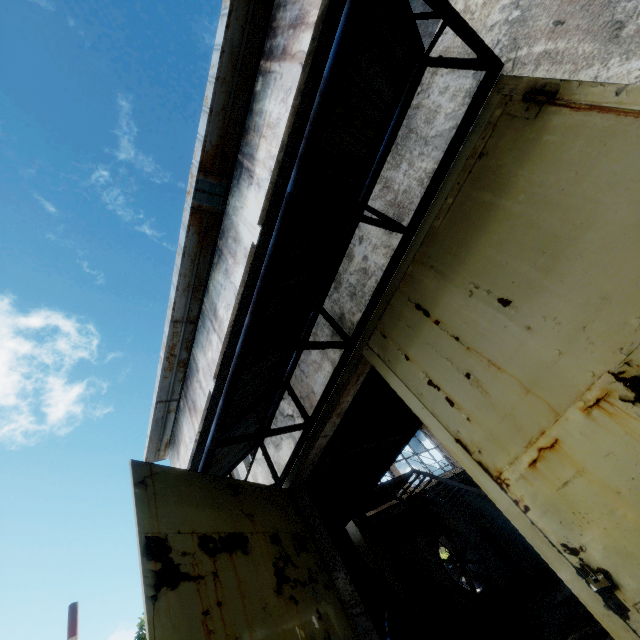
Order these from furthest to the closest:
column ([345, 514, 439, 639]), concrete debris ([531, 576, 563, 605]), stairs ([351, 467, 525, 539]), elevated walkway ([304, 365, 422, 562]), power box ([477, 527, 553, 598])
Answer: power box ([477, 527, 553, 598])
concrete debris ([531, 576, 563, 605])
stairs ([351, 467, 525, 539])
column ([345, 514, 439, 639])
elevated walkway ([304, 365, 422, 562])

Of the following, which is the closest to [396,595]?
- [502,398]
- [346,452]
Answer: [346,452]

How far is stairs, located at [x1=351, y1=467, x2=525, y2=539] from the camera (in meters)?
8.45

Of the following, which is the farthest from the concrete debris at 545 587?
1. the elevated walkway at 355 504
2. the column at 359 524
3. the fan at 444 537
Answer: the elevated walkway at 355 504

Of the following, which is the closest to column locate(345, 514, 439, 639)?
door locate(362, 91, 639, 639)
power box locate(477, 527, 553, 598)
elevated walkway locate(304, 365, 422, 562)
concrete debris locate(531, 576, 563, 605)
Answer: elevated walkway locate(304, 365, 422, 562)

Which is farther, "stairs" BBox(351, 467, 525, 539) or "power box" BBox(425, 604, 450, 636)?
"power box" BBox(425, 604, 450, 636)

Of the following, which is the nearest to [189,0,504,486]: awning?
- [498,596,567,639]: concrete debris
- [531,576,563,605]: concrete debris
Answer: [498,596,567,639]: concrete debris

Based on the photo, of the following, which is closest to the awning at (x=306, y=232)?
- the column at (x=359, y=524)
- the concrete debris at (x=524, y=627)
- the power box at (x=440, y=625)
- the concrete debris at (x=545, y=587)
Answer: the column at (x=359, y=524)
